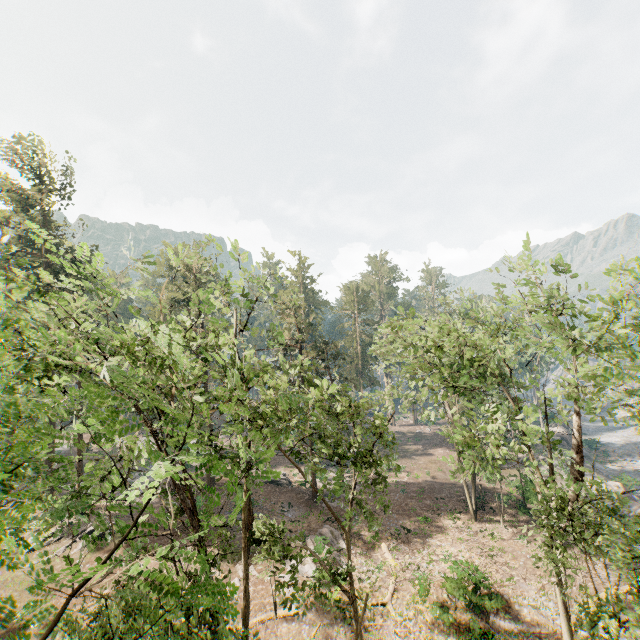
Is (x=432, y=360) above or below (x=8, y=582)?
above
